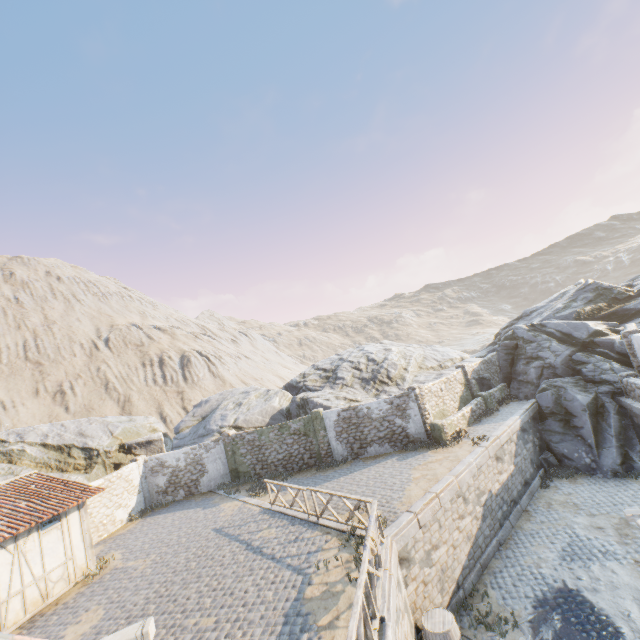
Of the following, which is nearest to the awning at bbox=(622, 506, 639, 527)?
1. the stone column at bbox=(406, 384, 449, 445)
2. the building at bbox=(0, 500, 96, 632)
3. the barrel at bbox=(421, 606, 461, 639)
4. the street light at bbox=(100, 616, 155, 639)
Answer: the barrel at bbox=(421, 606, 461, 639)

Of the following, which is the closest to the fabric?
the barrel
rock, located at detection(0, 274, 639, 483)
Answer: the barrel

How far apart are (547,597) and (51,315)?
73.0m

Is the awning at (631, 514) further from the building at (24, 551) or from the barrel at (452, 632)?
the building at (24, 551)

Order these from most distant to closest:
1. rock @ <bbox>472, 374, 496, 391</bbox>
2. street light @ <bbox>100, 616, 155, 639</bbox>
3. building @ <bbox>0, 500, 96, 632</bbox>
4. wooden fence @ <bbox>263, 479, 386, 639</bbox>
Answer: rock @ <bbox>472, 374, 496, 391</bbox>
building @ <bbox>0, 500, 96, 632</bbox>
wooden fence @ <bbox>263, 479, 386, 639</bbox>
street light @ <bbox>100, 616, 155, 639</bbox>

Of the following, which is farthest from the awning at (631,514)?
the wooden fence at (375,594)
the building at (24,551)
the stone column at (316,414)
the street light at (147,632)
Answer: the building at (24,551)

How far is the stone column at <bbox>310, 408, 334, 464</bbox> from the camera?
18.9m

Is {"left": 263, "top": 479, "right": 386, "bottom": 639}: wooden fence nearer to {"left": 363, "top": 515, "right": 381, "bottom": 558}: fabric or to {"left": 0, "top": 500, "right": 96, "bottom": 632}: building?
{"left": 363, "top": 515, "right": 381, "bottom": 558}: fabric
